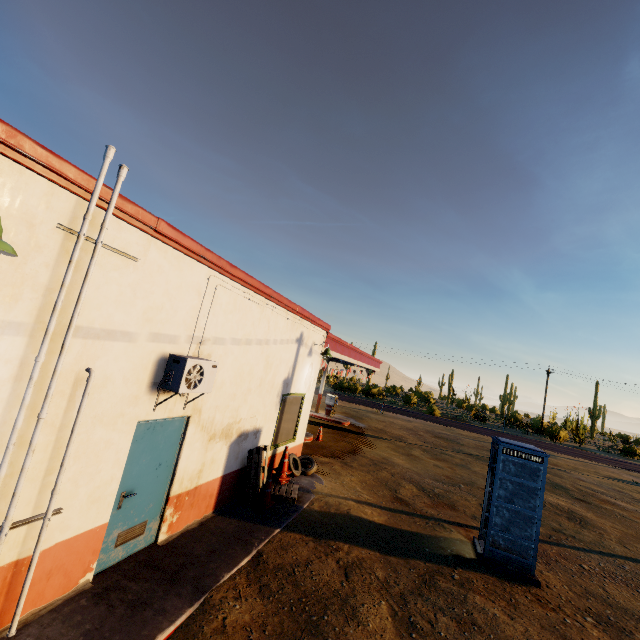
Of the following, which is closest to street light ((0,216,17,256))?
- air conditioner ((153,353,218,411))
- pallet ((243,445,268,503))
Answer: air conditioner ((153,353,218,411))

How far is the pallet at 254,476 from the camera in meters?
7.7 m

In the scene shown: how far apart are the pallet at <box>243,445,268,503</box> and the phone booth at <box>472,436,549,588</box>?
4.4 meters

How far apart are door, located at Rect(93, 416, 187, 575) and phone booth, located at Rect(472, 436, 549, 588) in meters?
6.8

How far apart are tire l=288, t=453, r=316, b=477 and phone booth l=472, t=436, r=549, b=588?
4.8m

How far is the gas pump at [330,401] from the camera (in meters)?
22.08

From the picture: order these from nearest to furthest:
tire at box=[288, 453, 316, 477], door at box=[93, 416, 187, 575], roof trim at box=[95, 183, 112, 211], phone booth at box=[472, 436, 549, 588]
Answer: roof trim at box=[95, 183, 112, 211] < door at box=[93, 416, 187, 575] < phone booth at box=[472, 436, 549, 588] < tire at box=[288, 453, 316, 477]

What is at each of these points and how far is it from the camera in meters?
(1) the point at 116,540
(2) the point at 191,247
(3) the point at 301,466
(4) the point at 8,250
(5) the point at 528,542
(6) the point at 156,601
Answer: (1) door, 4.8
(2) roof trim, 5.0
(3) tire, 10.8
(4) street light, 2.5
(5) phone booth, 7.0
(6) curb, 4.3
